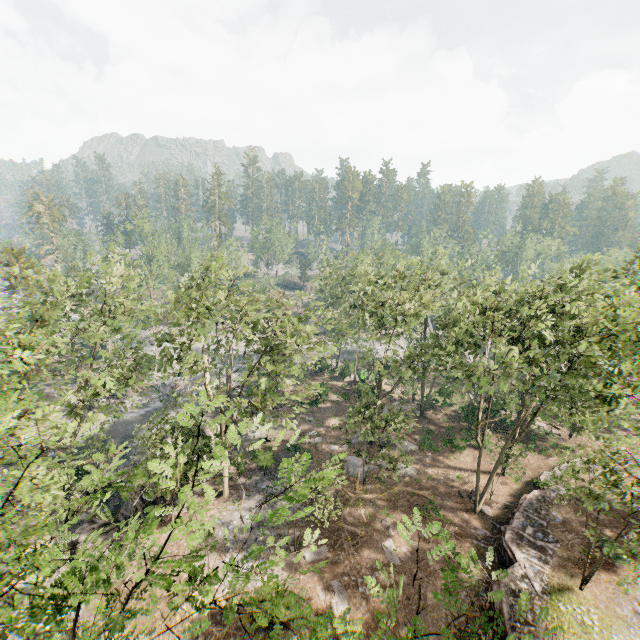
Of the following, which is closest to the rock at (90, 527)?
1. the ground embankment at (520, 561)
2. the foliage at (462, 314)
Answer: the foliage at (462, 314)

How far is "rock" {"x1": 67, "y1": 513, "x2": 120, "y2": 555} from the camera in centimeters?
2142cm

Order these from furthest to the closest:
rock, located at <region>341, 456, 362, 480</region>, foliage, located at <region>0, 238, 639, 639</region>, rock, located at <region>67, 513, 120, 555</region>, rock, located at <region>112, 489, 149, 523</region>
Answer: rock, located at <region>341, 456, 362, 480</region>, rock, located at <region>112, 489, 149, 523</region>, rock, located at <region>67, 513, 120, 555</region>, foliage, located at <region>0, 238, 639, 639</region>

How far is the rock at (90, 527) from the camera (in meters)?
21.42

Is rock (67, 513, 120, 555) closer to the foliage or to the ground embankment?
the foliage

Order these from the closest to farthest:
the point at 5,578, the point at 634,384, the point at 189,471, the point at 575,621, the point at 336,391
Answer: the point at 5,578 → the point at 634,384 → the point at 575,621 → the point at 189,471 → the point at 336,391

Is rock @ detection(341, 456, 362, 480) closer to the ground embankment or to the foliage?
the foliage

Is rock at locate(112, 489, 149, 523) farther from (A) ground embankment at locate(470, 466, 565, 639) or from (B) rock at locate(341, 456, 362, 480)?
(A) ground embankment at locate(470, 466, 565, 639)
